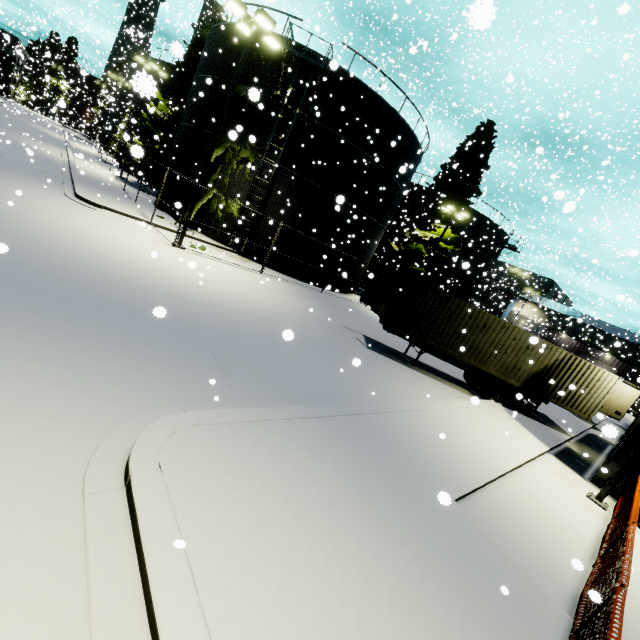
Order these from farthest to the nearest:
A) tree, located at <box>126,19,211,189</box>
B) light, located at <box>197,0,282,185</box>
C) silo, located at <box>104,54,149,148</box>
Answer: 1. tree, located at <box>126,19,211,189</box>
2. light, located at <box>197,0,282,185</box>
3. silo, located at <box>104,54,149,148</box>

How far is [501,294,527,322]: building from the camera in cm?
3700

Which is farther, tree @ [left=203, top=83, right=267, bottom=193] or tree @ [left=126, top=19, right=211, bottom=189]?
tree @ [left=126, top=19, right=211, bottom=189]

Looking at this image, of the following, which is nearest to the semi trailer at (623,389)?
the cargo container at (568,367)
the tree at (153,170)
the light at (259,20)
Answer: the cargo container at (568,367)

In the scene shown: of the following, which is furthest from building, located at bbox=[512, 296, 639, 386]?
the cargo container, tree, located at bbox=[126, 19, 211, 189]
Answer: the cargo container

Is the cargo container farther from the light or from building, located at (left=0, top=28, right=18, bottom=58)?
the light

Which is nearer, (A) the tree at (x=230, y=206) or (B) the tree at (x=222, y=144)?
(B) the tree at (x=222, y=144)

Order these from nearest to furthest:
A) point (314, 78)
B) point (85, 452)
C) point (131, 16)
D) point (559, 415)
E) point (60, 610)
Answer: point (60, 610)
point (85, 452)
point (314, 78)
point (559, 415)
point (131, 16)
